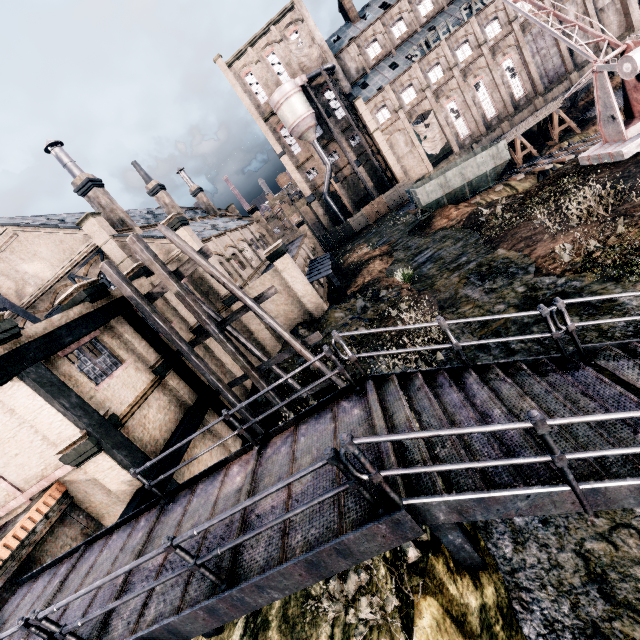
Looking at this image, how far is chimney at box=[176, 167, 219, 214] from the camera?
46.8m

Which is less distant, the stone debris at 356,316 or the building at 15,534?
the building at 15,534

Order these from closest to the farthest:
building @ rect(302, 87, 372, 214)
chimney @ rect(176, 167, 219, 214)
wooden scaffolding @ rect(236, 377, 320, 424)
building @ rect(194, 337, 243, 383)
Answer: wooden scaffolding @ rect(236, 377, 320, 424)
building @ rect(194, 337, 243, 383)
chimney @ rect(176, 167, 219, 214)
building @ rect(302, 87, 372, 214)

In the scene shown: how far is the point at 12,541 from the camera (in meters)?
10.14

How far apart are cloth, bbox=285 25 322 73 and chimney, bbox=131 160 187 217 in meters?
31.0

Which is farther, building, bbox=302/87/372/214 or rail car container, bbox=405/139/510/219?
building, bbox=302/87/372/214

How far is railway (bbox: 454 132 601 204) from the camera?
27.55m

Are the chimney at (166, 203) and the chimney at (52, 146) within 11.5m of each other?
yes
